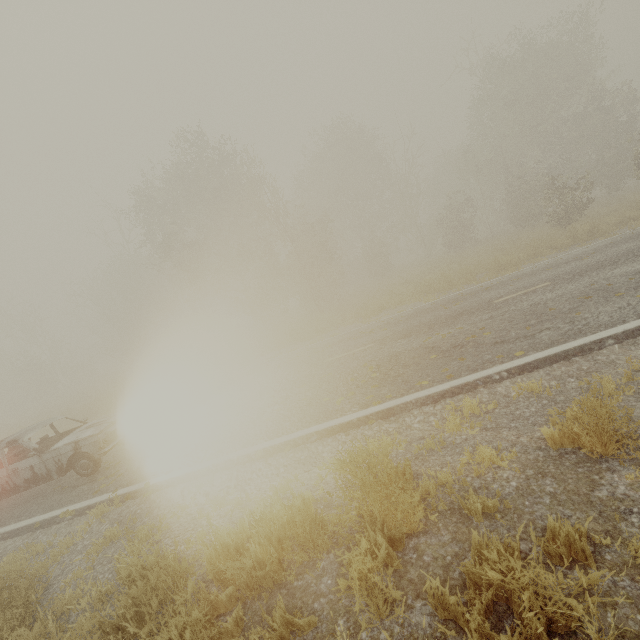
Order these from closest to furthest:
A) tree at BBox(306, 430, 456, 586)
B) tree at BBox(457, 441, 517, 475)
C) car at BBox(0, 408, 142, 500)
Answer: tree at BBox(306, 430, 456, 586)
tree at BBox(457, 441, 517, 475)
car at BBox(0, 408, 142, 500)

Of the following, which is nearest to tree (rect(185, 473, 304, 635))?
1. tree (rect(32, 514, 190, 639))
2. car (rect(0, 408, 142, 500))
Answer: tree (rect(32, 514, 190, 639))

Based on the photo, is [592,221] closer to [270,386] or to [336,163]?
[270,386]

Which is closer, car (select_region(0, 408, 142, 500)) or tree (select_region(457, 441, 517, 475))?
tree (select_region(457, 441, 517, 475))

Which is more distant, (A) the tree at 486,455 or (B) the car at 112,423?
(B) the car at 112,423

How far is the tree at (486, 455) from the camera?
3.6m

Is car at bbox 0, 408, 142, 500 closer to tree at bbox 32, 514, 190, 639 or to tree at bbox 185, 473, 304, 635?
tree at bbox 32, 514, 190, 639
